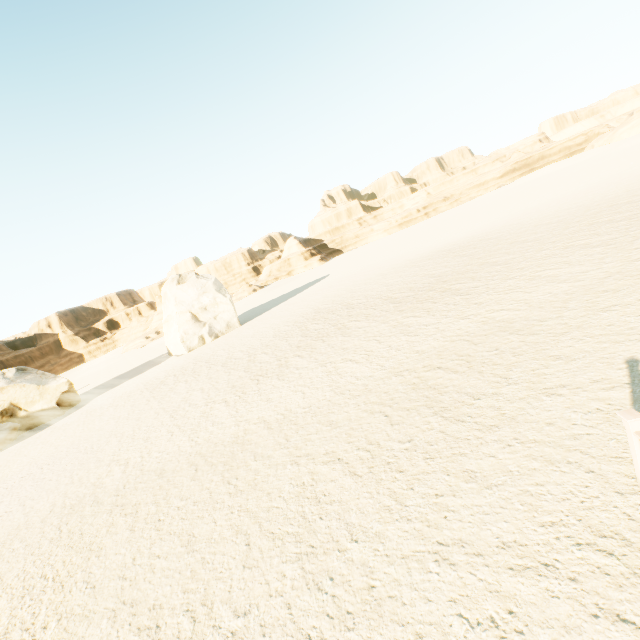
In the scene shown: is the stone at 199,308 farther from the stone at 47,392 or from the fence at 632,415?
the fence at 632,415

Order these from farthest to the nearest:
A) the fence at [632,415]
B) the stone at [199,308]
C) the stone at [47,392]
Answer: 1. the stone at [199,308]
2. the stone at [47,392]
3. the fence at [632,415]

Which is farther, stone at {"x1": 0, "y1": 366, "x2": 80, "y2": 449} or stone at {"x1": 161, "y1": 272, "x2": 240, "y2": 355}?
stone at {"x1": 161, "y1": 272, "x2": 240, "y2": 355}

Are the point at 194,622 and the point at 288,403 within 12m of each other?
yes

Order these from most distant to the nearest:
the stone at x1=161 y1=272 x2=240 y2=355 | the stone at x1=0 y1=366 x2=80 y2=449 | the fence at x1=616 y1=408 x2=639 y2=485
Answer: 1. the stone at x1=161 y1=272 x2=240 y2=355
2. the stone at x1=0 y1=366 x2=80 y2=449
3. the fence at x1=616 y1=408 x2=639 y2=485

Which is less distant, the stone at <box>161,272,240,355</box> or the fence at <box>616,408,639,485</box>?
the fence at <box>616,408,639,485</box>

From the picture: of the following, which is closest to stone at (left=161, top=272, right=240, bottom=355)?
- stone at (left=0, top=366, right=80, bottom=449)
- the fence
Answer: stone at (left=0, top=366, right=80, bottom=449)
